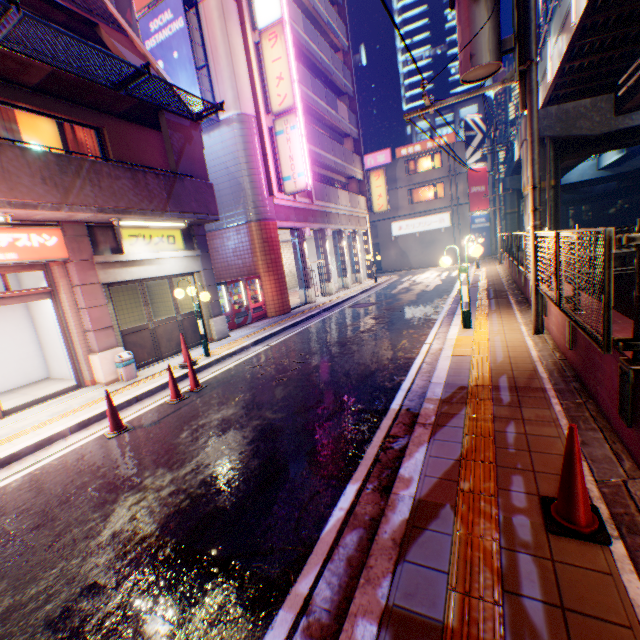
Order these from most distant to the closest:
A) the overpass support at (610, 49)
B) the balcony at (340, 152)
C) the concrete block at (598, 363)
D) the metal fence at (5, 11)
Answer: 1. the balcony at (340, 152)
2. the overpass support at (610, 49)
3. the metal fence at (5, 11)
4. the concrete block at (598, 363)

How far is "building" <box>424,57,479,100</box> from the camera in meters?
53.1

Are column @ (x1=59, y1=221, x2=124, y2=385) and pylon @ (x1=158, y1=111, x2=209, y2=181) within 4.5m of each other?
yes

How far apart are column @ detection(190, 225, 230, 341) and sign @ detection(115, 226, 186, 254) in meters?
0.5 m

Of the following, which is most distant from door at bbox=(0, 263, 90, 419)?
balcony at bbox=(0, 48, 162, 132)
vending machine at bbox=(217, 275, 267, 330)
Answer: vending machine at bbox=(217, 275, 267, 330)

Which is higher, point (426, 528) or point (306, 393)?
point (426, 528)

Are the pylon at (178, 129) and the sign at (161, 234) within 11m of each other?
yes

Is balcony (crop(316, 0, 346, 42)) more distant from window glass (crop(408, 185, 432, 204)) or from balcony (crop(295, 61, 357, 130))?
window glass (crop(408, 185, 432, 204))
